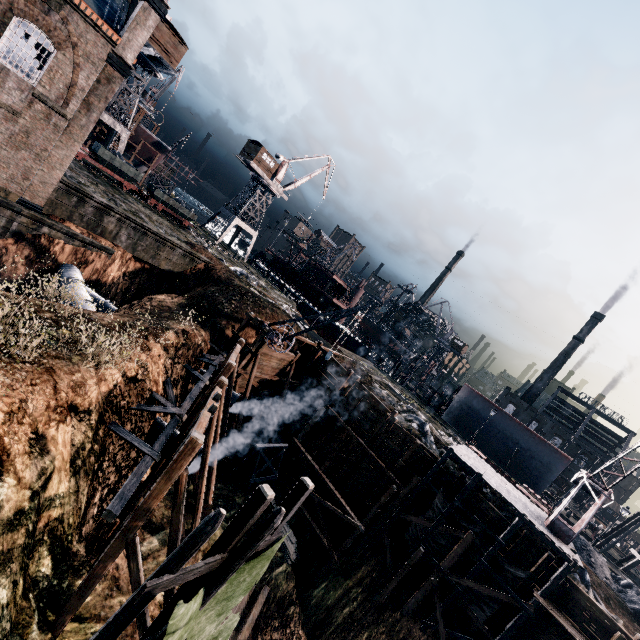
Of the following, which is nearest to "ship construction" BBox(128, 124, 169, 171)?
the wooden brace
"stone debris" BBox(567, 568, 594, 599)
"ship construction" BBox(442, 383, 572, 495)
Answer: "ship construction" BBox(442, 383, 572, 495)

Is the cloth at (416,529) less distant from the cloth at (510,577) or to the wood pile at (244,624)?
the cloth at (510,577)

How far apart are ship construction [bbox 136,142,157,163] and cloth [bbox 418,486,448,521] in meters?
61.3

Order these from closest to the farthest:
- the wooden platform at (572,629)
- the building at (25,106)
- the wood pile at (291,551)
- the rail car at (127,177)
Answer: the wooden platform at (572,629), the building at (25,106), the wood pile at (291,551), the rail car at (127,177)

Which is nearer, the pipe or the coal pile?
the pipe

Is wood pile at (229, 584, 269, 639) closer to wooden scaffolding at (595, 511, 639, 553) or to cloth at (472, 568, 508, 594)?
cloth at (472, 568, 508, 594)

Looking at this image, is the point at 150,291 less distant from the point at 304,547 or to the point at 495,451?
the point at 304,547

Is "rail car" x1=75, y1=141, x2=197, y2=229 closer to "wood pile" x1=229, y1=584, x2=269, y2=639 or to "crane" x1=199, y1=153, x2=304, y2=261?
"crane" x1=199, y1=153, x2=304, y2=261
